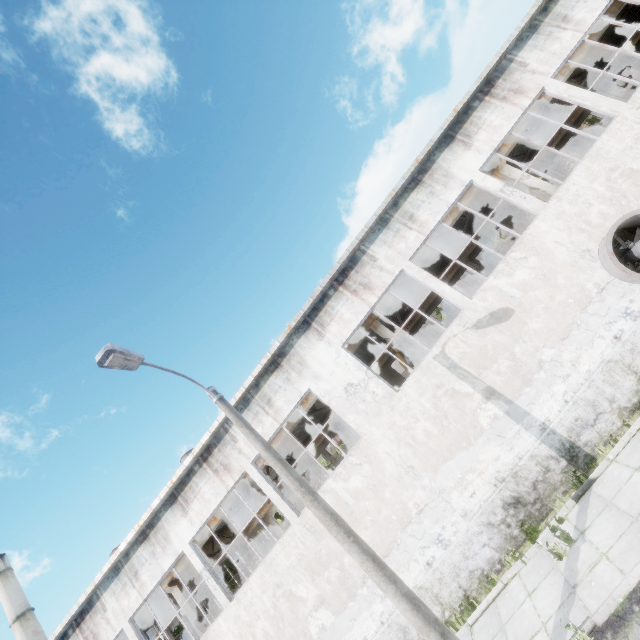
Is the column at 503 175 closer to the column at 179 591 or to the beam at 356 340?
the beam at 356 340

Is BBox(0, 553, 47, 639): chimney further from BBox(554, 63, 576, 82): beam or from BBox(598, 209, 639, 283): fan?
BBox(598, 209, 639, 283): fan

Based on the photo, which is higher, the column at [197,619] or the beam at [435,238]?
the beam at [435,238]

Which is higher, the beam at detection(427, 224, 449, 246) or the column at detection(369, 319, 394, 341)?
the beam at detection(427, 224, 449, 246)

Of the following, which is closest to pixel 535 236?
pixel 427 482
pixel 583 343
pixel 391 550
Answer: pixel 583 343

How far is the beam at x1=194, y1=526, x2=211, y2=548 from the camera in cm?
1549

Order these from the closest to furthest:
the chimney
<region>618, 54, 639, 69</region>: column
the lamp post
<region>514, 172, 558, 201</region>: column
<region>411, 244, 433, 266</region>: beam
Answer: the lamp post
<region>514, 172, 558, 201</region>: column
<region>411, 244, 433, 266</region>: beam
<region>618, 54, 639, 69</region>: column
the chimney
